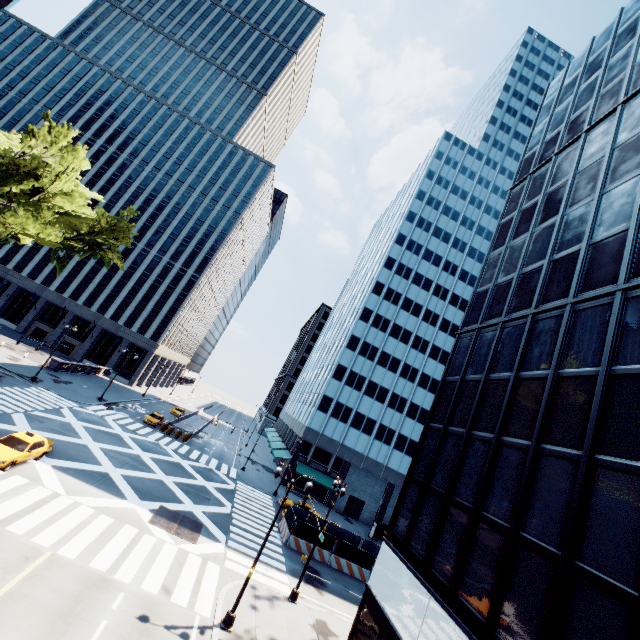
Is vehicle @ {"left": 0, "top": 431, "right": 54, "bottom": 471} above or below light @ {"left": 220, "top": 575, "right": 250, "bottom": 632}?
above

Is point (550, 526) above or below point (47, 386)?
above

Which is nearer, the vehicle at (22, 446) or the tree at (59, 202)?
the tree at (59, 202)

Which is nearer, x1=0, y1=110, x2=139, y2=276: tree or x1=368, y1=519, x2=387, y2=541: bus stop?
x1=0, y1=110, x2=139, y2=276: tree

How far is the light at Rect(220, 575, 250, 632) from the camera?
15.0m

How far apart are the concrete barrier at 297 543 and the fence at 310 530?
0.0m

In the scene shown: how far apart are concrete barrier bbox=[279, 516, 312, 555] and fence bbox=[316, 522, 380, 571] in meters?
0.0
